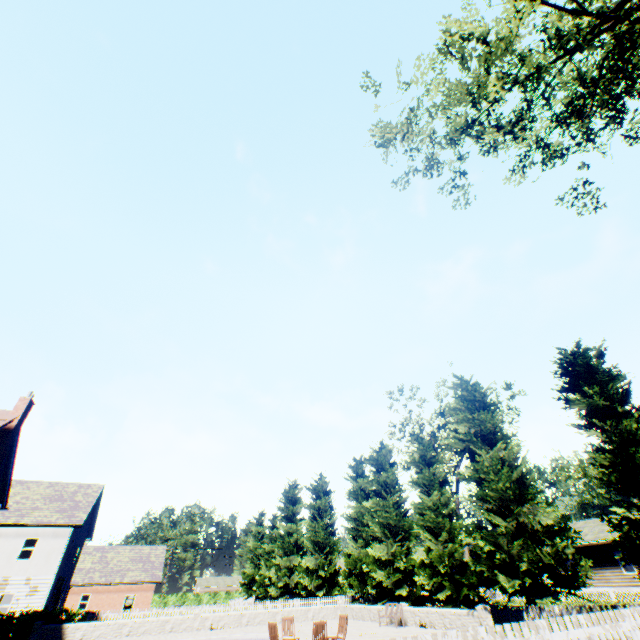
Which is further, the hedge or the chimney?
the hedge

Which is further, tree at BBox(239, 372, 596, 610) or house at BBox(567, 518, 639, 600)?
house at BBox(567, 518, 639, 600)

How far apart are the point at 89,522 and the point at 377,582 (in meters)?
31.24

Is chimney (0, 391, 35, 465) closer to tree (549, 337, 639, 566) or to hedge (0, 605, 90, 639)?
hedge (0, 605, 90, 639)

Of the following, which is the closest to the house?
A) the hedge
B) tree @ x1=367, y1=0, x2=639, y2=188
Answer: tree @ x1=367, y1=0, x2=639, y2=188

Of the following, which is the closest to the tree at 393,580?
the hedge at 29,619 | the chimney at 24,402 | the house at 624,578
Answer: the house at 624,578

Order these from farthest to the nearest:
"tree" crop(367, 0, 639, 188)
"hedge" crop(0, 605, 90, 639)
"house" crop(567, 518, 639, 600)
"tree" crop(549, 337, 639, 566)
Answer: "house" crop(567, 518, 639, 600) → "hedge" crop(0, 605, 90, 639) → "tree" crop(549, 337, 639, 566) → "tree" crop(367, 0, 639, 188)

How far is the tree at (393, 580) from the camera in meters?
16.6 m
